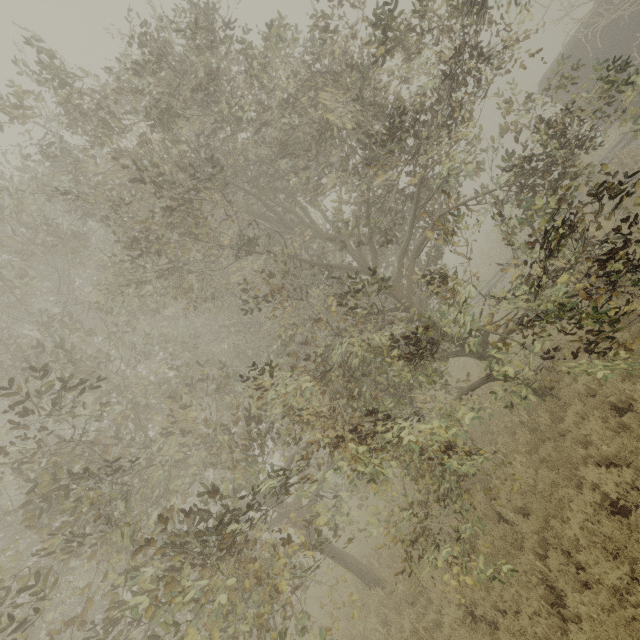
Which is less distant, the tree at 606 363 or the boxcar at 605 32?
the tree at 606 363

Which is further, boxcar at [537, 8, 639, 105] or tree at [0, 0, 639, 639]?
boxcar at [537, 8, 639, 105]

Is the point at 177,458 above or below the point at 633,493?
above
